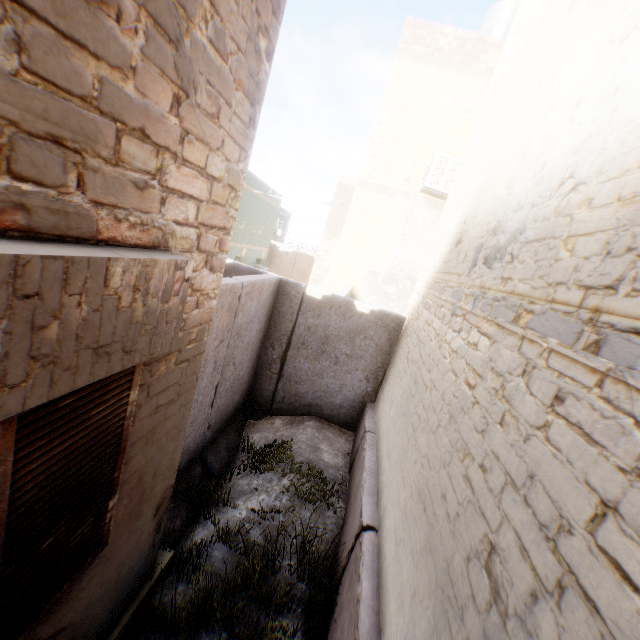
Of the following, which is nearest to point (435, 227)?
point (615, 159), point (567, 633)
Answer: point (615, 159)
